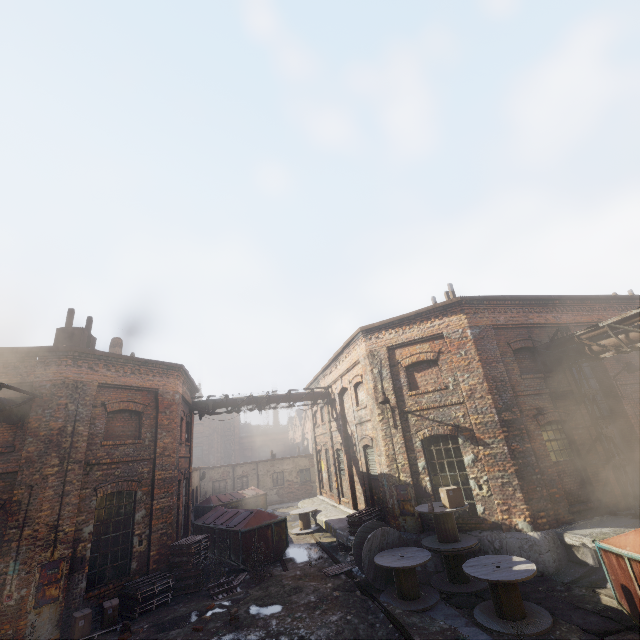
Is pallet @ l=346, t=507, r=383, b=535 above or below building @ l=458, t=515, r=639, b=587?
above

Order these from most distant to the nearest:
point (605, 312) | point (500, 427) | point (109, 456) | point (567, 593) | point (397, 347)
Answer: point (605, 312) < point (397, 347) < point (109, 456) < point (500, 427) < point (567, 593)

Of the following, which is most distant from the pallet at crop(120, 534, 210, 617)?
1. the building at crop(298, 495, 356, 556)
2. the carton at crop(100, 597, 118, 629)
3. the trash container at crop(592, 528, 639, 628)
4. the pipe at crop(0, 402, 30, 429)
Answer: the trash container at crop(592, 528, 639, 628)

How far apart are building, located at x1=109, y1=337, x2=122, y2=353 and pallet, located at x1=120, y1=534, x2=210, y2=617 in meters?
8.7

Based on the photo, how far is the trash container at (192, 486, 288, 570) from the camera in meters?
12.4

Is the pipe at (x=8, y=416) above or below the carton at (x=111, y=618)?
above

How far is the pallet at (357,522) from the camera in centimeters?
1179cm

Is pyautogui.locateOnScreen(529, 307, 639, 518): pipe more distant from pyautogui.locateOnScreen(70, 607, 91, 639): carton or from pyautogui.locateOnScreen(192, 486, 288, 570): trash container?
pyautogui.locateOnScreen(70, 607, 91, 639): carton
